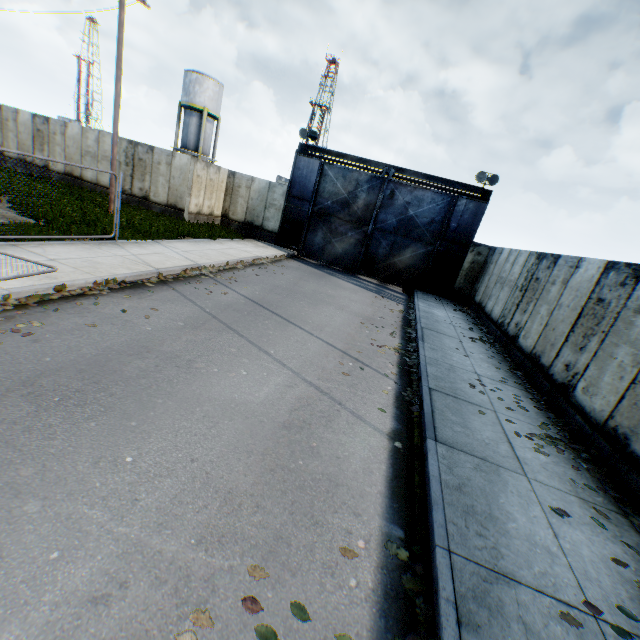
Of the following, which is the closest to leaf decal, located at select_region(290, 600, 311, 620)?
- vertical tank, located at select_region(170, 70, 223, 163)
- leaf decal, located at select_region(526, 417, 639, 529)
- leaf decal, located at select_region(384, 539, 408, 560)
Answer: leaf decal, located at select_region(384, 539, 408, 560)

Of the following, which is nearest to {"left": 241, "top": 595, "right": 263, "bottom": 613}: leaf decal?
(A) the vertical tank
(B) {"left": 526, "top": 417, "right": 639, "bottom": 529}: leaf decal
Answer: (B) {"left": 526, "top": 417, "right": 639, "bottom": 529}: leaf decal

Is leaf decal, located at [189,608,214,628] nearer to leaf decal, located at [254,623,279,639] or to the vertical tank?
leaf decal, located at [254,623,279,639]

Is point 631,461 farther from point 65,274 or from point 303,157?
point 303,157

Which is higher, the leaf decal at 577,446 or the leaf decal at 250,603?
the leaf decal at 577,446

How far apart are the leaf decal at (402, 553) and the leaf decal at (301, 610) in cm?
72

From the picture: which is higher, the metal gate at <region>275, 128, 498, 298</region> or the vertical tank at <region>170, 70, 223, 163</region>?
the vertical tank at <region>170, 70, 223, 163</region>

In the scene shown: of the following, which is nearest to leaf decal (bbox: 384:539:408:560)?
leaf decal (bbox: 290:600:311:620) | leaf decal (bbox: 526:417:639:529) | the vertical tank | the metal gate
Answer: leaf decal (bbox: 290:600:311:620)
